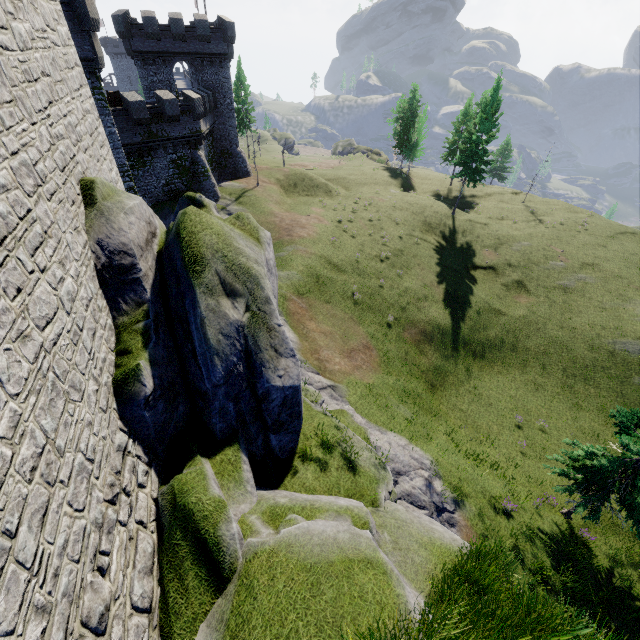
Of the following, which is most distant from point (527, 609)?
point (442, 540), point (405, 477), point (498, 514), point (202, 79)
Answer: point (202, 79)

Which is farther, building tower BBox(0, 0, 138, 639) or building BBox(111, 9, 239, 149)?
building BBox(111, 9, 239, 149)

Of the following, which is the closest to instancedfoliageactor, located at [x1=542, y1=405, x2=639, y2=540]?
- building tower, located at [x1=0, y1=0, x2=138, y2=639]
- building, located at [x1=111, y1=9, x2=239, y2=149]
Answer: building tower, located at [x1=0, y1=0, x2=138, y2=639]

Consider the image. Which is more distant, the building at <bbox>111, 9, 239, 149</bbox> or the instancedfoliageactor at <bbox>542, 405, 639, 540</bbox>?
the building at <bbox>111, 9, 239, 149</bbox>

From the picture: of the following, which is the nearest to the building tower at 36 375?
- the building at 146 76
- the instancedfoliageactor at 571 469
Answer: the instancedfoliageactor at 571 469

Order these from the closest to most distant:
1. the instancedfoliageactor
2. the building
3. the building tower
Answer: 1. the building tower
2. the instancedfoliageactor
3. the building

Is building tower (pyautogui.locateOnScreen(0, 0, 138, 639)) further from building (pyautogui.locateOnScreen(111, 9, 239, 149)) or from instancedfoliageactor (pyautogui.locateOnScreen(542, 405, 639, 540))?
building (pyautogui.locateOnScreen(111, 9, 239, 149))

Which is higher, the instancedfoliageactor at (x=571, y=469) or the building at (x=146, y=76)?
the building at (x=146, y=76)
